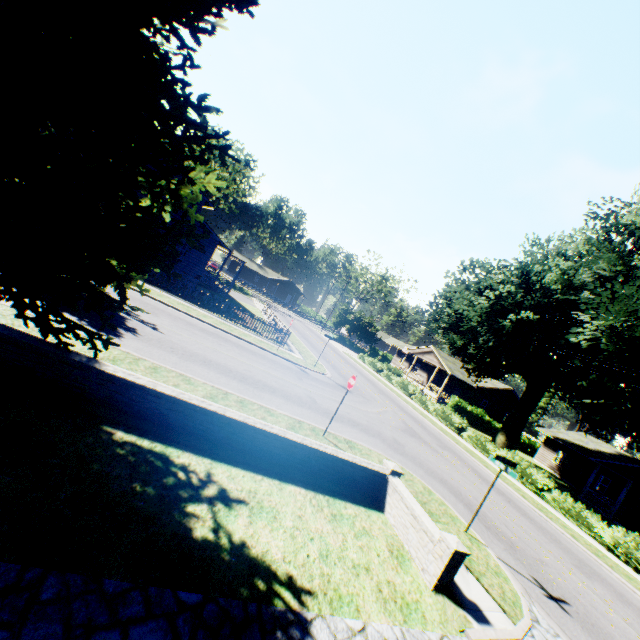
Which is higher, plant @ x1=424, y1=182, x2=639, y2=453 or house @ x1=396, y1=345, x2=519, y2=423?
plant @ x1=424, y1=182, x2=639, y2=453

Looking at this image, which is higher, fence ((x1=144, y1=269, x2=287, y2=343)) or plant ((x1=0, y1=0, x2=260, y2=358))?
plant ((x1=0, y1=0, x2=260, y2=358))

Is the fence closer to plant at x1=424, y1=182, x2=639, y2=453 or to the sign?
plant at x1=424, y1=182, x2=639, y2=453

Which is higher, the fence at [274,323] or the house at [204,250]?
the house at [204,250]

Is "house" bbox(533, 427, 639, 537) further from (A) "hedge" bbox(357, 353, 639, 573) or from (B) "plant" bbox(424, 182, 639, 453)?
(A) "hedge" bbox(357, 353, 639, 573)

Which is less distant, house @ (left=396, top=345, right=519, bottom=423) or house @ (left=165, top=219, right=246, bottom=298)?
house @ (left=165, top=219, right=246, bottom=298)

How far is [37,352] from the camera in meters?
5.9

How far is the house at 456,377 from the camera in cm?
4250
